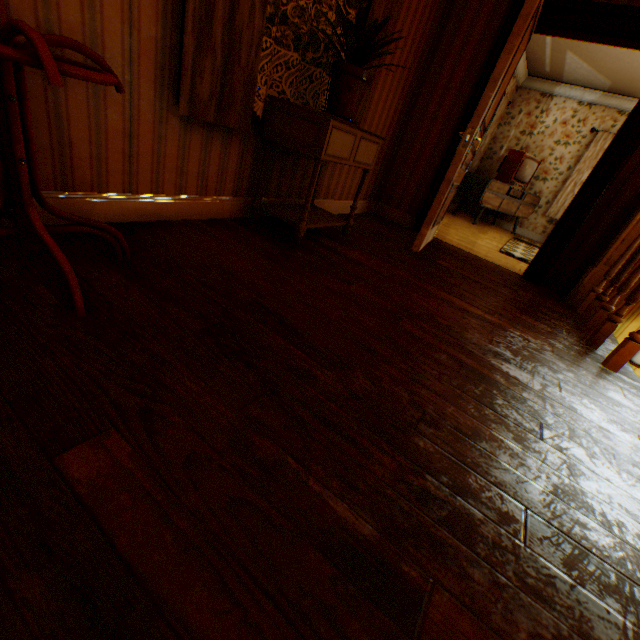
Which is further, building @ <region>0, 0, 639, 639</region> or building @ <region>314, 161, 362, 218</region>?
building @ <region>314, 161, 362, 218</region>

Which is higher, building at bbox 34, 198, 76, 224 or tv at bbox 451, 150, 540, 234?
tv at bbox 451, 150, 540, 234

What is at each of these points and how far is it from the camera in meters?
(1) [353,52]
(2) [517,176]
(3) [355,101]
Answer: (1) plant, 2.0
(2) tv, 7.0
(3) flower pot, 2.2

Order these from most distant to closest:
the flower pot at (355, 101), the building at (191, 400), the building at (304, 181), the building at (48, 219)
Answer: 1. the building at (304, 181)
2. the flower pot at (355, 101)
3. the building at (48, 219)
4. the building at (191, 400)

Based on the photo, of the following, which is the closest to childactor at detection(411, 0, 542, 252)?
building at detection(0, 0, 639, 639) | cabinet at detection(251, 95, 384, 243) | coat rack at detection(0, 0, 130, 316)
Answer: building at detection(0, 0, 639, 639)

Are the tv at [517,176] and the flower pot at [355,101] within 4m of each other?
no

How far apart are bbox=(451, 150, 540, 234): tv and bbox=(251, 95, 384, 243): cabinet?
5.34m

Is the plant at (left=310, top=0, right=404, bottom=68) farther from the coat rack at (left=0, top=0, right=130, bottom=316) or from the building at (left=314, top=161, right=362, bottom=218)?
the coat rack at (left=0, top=0, right=130, bottom=316)
